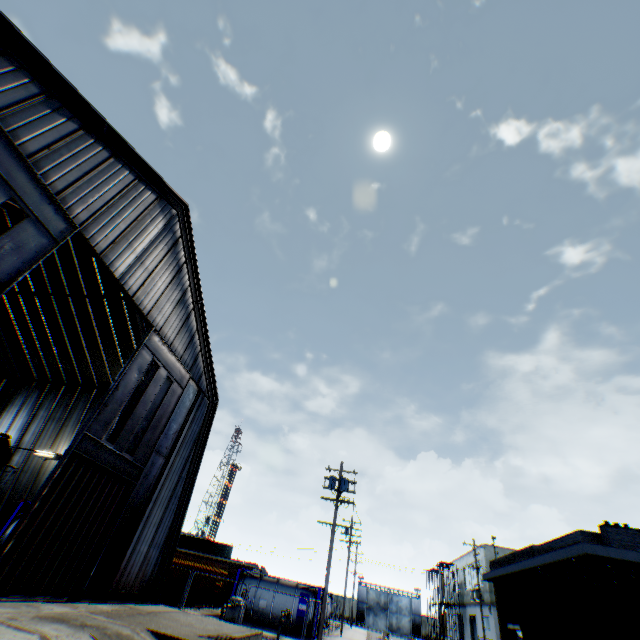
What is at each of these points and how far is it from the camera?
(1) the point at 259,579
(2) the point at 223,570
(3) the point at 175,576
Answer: (1) tank container, 25.77m
(2) storage container, 28.84m
(3) storage container, 21.80m

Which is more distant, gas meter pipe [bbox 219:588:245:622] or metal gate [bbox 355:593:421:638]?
metal gate [bbox 355:593:421:638]

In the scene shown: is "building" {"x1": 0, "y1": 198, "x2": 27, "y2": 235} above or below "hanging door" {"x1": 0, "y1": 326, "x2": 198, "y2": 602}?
above

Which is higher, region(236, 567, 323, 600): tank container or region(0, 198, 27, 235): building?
region(0, 198, 27, 235): building

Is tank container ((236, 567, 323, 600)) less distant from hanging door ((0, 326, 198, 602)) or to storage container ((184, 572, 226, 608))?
storage container ((184, 572, 226, 608))

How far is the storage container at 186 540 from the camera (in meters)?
48.96

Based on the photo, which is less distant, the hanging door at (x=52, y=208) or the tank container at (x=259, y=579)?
the hanging door at (x=52, y=208)

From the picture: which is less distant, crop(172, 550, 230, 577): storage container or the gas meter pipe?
the gas meter pipe
